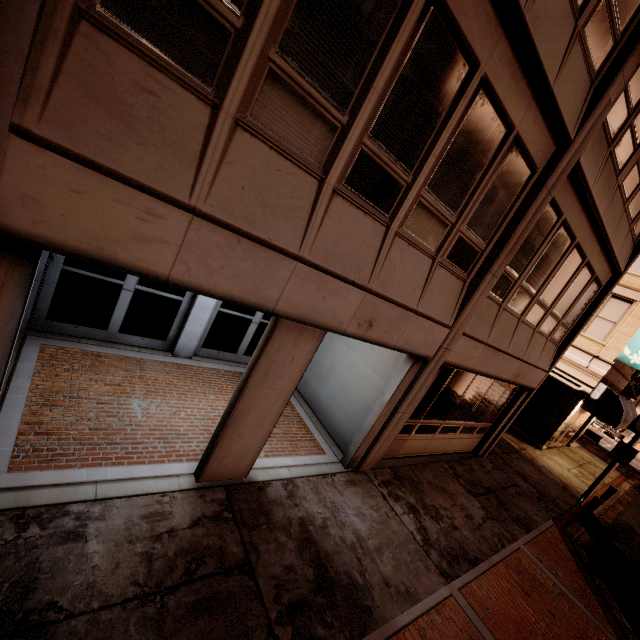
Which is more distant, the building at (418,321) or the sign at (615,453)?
the sign at (615,453)

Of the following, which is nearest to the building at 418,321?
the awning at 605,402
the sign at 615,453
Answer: the awning at 605,402

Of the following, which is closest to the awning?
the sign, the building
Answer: the building

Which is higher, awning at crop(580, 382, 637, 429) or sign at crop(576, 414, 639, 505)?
awning at crop(580, 382, 637, 429)

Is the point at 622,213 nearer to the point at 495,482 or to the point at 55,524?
the point at 495,482

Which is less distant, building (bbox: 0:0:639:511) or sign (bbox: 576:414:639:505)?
building (bbox: 0:0:639:511)

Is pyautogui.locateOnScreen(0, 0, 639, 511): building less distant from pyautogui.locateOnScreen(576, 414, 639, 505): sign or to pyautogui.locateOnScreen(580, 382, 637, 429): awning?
pyautogui.locateOnScreen(580, 382, 637, 429): awning

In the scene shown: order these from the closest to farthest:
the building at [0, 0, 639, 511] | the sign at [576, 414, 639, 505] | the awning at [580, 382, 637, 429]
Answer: the building at [0, 0, 639, 511] < the sign at [576, 414, 639, 505] < the awning at [580, 382, 637, 429]
